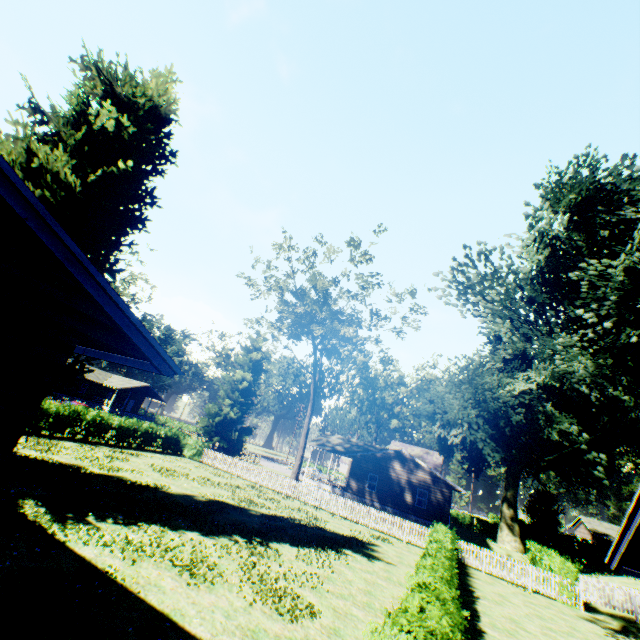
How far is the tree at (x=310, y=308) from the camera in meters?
27.9 m

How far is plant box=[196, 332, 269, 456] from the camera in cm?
3716

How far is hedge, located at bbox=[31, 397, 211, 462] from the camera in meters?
22.1

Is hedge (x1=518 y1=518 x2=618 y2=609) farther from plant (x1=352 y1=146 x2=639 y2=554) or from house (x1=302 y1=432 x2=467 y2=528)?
house (x1=302 y1=432 x2=467 y2=528)

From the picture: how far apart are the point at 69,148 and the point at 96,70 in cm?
510

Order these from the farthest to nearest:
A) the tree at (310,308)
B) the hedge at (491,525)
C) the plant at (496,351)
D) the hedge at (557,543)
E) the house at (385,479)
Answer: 1. the hedge at (491,525)
2. the house at (385,479)
3. the tree at (310,308)
4. the hedge at (557,543)
5. the plant at (496,351)

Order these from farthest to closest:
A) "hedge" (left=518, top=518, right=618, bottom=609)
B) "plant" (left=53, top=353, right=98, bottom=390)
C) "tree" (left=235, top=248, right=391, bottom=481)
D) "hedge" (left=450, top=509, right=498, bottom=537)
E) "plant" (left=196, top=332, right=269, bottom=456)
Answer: "hedge" (left=450, top=509, right=498, bottom=537) → "plant" (left=196, top=332, right=269, bottom=456) → "tree" (left=235, top=248, right=391, bottom=481) → "hedge" (left=518, top=518, right=618, bottom=609) → "plant" (left=53, top=353, right=98, bottom=390)

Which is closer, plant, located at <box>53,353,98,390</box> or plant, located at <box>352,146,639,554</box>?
plant, located at <box>352,146,639,554</box>
